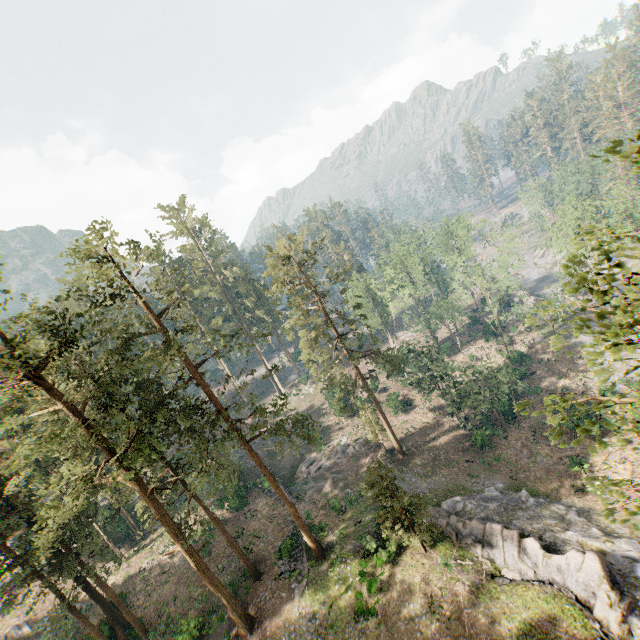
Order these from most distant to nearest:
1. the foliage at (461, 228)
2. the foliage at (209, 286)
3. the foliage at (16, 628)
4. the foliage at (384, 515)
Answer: the foliage at (209, 286) → the foliage at (461, 228) → the foliage at (16, 628) → the foliage at (384, 515)

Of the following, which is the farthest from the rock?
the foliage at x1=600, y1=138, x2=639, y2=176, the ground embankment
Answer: the ground embankment

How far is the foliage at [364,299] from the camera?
30.09m

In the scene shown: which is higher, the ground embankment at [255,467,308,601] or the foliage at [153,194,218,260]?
the foliage at [153,194,218,260]

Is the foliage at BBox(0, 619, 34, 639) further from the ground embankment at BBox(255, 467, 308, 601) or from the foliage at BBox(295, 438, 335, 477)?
the foliage at BBox(295, 438, 335, 477)

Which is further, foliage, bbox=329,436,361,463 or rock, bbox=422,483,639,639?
foliage, bbox=329,436,361,463

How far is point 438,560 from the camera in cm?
2266
